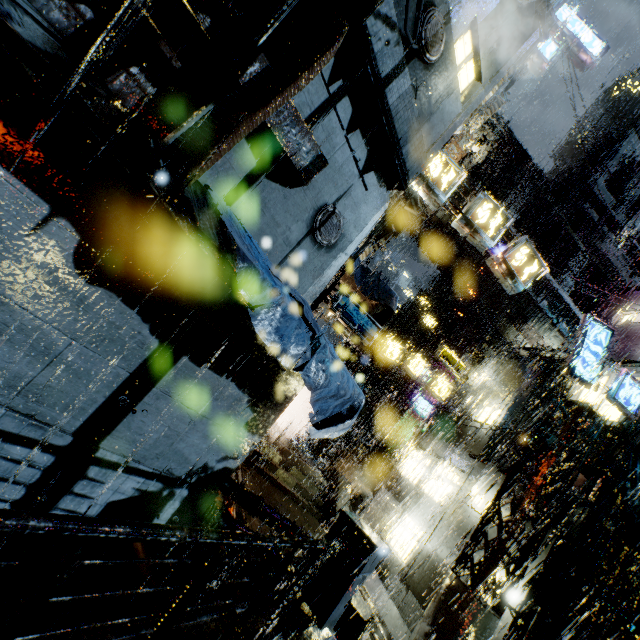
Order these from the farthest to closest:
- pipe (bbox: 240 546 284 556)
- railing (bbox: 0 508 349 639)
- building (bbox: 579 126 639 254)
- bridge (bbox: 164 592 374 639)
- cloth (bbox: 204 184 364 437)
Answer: building (bbox: 579 126 639 254) → pipe (bbox: 240 546 284 556) → cloth (bbox: 204 184 364 437) → bridge (bbox: 164 592 374 639) → railing (bbox: 0 508 349 639)

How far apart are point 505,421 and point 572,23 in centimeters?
1785cm

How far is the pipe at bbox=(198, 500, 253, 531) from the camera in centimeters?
720cm

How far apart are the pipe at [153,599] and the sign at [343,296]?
6.28m

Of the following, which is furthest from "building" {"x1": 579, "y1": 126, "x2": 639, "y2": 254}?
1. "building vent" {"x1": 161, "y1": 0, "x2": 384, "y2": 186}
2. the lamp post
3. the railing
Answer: the railing

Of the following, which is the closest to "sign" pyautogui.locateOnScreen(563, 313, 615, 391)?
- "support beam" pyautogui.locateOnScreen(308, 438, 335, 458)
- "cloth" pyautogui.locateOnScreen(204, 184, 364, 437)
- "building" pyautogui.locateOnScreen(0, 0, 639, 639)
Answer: "building" pyautogui.locateOnScreen(0, 0, 639, 639)

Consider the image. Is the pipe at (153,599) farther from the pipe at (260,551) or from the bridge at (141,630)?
the pipe at (260,551)

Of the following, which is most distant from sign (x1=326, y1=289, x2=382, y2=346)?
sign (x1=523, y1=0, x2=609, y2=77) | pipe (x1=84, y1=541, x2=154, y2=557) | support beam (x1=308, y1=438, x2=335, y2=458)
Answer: support beam (x1=308, y1=438, x2=335, y2=458)
